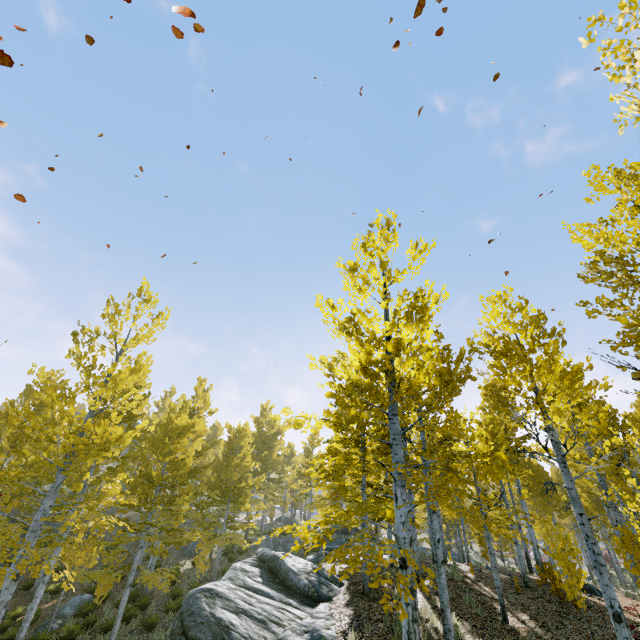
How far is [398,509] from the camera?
5.97m

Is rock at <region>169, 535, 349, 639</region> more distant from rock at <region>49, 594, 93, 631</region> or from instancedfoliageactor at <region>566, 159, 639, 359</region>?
rock at <region>49, 594, 93, 631</region>

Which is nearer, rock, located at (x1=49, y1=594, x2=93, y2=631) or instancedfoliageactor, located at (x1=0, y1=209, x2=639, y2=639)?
instancedfoliageactor, located at (x1=0, y1=209, x2=639, y2=639)

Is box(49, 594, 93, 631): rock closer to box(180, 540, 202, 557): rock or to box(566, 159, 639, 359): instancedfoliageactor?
box(566, 159, 639, 359): instancedfoliageactor

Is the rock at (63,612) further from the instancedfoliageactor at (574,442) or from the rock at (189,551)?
the rock at (189,551)

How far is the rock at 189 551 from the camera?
23.11m

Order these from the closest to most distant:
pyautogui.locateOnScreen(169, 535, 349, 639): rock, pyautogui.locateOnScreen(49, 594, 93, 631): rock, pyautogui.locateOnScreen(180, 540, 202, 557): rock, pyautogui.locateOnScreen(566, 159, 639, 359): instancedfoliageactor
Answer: pyautogui.locateOnScreen(566, 159, 639, 359): instancedfoliageactor
pyautogui.locateOnScreen(169, 535, 349, 639): rock
pyautogui.locateOnScreen(49, 594, 93, 631): rock
pyautogui.locateOnScreen(180, 540, 202, 557): rock
